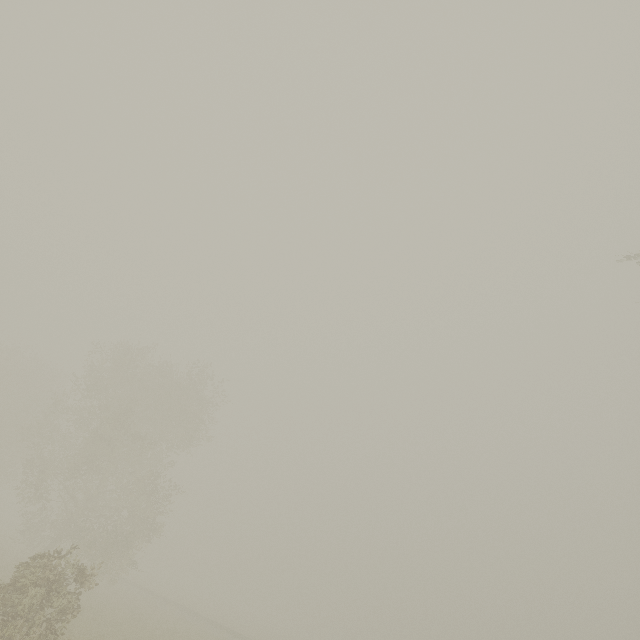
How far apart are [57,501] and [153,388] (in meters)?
10.41
